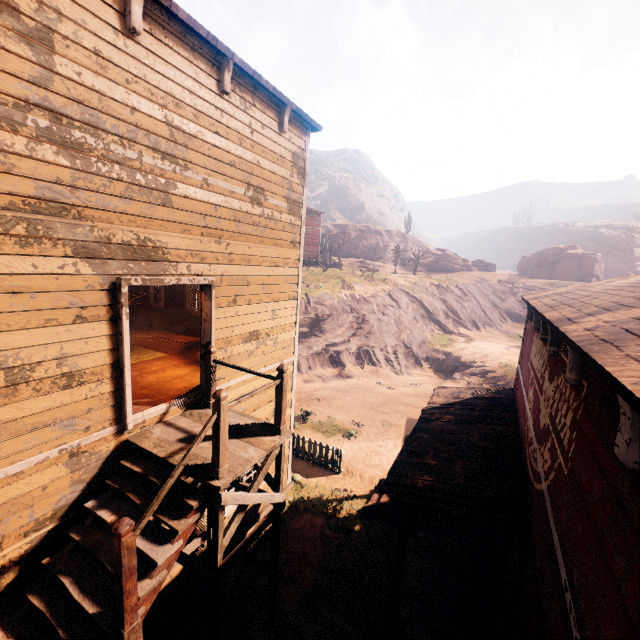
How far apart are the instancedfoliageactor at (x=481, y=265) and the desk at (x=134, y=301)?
51.9m

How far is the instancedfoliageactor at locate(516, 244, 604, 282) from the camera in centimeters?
4491cm

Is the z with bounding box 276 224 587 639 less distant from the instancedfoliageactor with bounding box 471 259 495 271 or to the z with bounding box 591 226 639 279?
the instancedfoliageactor with bounding box 471 259 495 271

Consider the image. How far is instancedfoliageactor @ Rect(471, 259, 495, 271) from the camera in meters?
51.6

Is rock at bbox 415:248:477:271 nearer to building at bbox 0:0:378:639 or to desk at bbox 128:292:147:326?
building at bbox 0:0:378:639

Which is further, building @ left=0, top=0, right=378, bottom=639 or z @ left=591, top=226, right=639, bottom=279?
z @ left=591, top=226, right=639, bottom=279

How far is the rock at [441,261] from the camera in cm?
4681

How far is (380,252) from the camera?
55.8 meters
